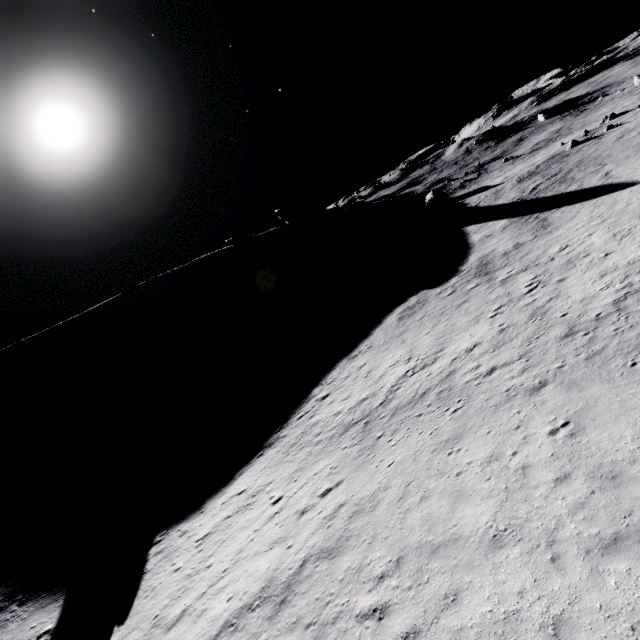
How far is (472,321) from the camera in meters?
21.4 m
